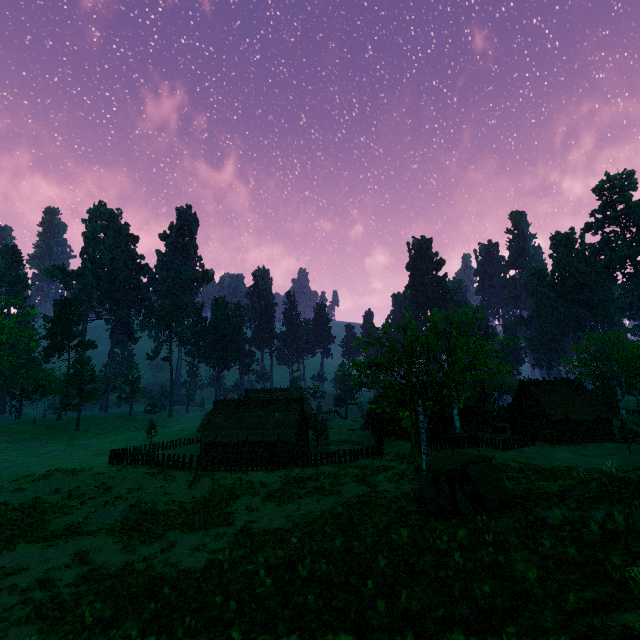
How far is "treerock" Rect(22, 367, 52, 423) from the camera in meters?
57.5 m

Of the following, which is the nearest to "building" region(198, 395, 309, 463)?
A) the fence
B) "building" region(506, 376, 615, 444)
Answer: the fence

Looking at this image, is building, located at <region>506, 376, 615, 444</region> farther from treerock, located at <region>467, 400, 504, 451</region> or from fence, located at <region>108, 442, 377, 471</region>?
fence, located at <region>108, 442, 377, 471</region>

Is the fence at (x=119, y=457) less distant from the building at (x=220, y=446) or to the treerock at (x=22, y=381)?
the building at (x=220, y=446)

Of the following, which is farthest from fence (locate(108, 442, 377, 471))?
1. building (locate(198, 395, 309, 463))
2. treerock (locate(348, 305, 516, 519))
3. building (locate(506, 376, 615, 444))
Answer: building (locate(506, 376, 615, 444))

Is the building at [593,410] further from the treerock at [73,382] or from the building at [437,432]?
the building at [437,432]

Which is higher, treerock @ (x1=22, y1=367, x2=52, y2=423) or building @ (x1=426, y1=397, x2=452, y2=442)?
treerock @ (x1=22, y1=367, x2=52, y2=423)

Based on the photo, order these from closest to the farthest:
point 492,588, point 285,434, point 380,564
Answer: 1. point 492,588
2. point 380,564
3. point 285,434
